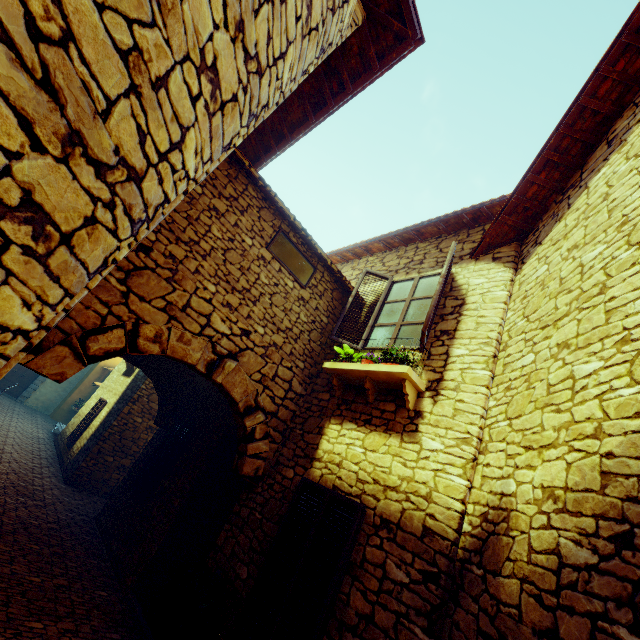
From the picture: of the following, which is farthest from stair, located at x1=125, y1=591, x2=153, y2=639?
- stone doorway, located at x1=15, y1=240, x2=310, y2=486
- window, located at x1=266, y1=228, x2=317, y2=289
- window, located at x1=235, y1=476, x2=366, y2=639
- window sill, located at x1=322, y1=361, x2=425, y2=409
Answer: window, located at x1=266, y1=228, x2=317, y2=289

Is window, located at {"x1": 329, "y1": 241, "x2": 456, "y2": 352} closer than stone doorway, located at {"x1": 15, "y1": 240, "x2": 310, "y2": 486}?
No

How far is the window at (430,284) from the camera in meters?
4.6

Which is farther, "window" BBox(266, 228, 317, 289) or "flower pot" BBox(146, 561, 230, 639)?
"window" BBox(266, 228, 317, 289)

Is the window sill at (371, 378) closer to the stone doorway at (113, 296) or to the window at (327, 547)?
the stone doorway at (113, 296)

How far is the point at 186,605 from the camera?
3.70m

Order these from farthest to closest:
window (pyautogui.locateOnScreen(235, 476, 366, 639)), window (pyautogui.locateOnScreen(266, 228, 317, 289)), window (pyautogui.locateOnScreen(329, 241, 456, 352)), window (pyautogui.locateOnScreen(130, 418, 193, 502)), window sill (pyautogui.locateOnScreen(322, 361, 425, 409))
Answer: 1. window (pyautogui.locateOnScreen(130, 418, 193, 502))
2. window (pyautogui.locateOnScreen(266, 228, 317, 289))
3. window (pyautogui.locateOnScreen(329, 241, 456, 352))
4. window sill (pyautogui.locateOnScreen(322, 361, 425, 409))
5. window (pyautogui.locateOnScreen(235, 476, 366, 639))

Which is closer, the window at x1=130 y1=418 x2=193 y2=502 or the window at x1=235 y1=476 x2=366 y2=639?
the window at x1=235 y1=476 x2=366 y2=639
